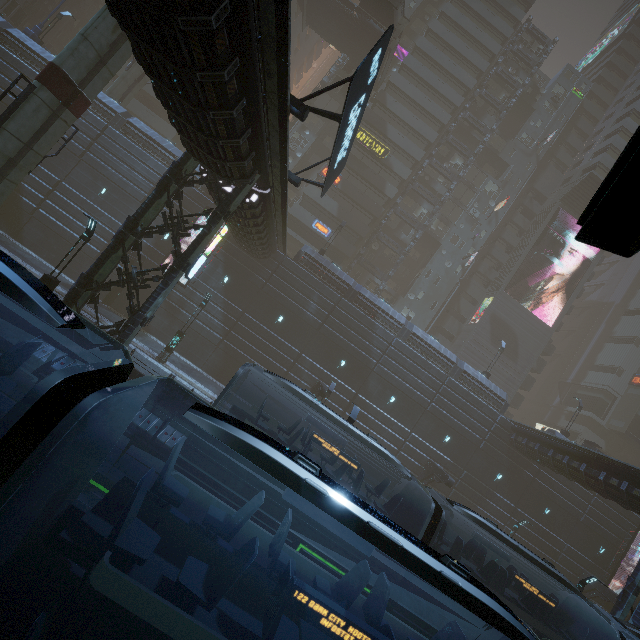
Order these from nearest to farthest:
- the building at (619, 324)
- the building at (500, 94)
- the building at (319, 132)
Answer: the building at (319, 132) < the building at (500, 94) < the building at (619, 324)

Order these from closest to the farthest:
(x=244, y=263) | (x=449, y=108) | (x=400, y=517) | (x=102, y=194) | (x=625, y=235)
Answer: (x=625, y=235) < (x=400, y=517) < (x=102, y=194) < (x=244, y=263) < (x=449, y=108)

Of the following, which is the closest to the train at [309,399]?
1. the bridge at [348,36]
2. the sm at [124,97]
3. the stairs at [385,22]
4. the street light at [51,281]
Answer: the street light at [51,281]

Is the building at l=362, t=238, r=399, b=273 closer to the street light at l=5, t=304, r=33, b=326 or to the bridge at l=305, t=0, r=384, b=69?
the bridge at l=305, t=0, r=384, b=69

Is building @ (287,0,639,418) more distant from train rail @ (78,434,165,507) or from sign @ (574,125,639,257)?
sign @ (574,125,639,257)

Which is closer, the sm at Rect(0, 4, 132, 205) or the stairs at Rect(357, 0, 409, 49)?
the sm at Rect(0, 4, 132, 205)

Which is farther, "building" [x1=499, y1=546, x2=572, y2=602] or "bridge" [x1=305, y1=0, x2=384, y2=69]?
"bridge" [x1=305, y1=0, x2=384, y2=69]

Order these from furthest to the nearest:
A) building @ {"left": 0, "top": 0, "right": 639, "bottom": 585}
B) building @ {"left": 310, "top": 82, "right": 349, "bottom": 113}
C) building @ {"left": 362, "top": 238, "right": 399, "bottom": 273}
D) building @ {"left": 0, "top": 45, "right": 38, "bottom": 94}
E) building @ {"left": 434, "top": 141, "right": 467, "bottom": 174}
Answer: building @ {"left": 434, "top": 141, "right": 467, "bottom": 174} < building @ {"left": 362, "top": 238, "right": 399, "bottom": 273} < building @ {"left": 310, "top": 82, "right": 349, "bottom": 113} < building @ {"left": 0, "top": 45, "right": 38, "bottom": 94} < building @ {"left": 0, "top": 0, "right": 639, "bottom": 585}
